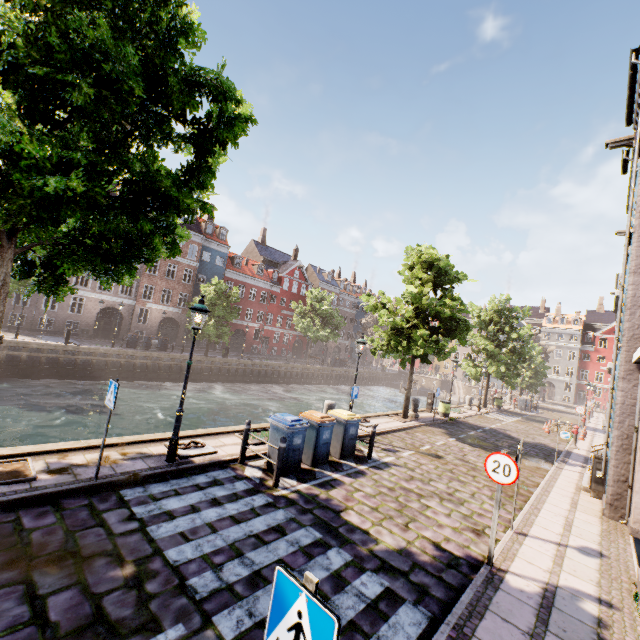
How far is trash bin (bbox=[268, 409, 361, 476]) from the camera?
8.1m

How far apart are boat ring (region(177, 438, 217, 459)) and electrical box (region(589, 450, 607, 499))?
11.5 meters

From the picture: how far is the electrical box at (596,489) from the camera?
9.93m

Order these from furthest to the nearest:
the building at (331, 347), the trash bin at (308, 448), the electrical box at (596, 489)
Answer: the building at (331, 347), the electrical box at (596, 489), the trash bin at (308, 448)

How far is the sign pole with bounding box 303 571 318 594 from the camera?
1.84m

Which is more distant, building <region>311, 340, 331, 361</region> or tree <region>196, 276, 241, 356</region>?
building <region>311, 340, 331, 361</region>

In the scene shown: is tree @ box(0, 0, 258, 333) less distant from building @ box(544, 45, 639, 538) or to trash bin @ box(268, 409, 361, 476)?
building @ box(544, 45, 639, 538)

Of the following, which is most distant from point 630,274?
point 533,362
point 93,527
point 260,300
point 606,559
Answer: point 260,300
